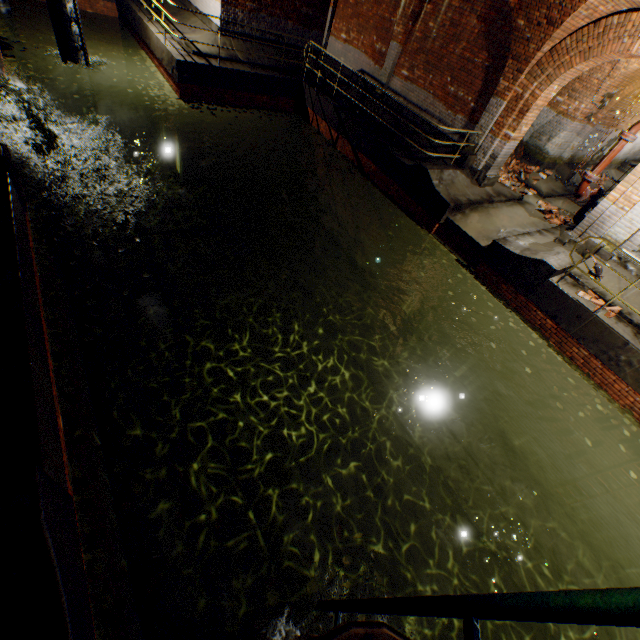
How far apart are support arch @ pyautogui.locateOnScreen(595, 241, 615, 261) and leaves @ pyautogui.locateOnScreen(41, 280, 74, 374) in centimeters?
1124cm

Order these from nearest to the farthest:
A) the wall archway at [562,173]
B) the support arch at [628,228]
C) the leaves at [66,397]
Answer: the leaves at [66,397] < the support arch at [628,228] < the wall archway at [562,173]

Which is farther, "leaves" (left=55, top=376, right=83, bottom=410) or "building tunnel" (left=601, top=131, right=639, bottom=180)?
"building tunnel" (left=601, top=131, right=639, bottom=180)

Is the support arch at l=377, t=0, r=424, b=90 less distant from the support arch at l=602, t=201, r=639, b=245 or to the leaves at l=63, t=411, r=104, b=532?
the support arch at l=602, t=201, r=639, b=245

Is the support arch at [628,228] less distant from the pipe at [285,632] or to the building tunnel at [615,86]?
Answer: the building tunnel at [615,86]

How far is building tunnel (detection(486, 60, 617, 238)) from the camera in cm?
1092

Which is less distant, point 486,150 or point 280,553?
point 280,553

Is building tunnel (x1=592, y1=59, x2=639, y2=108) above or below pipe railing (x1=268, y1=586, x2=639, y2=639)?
above
